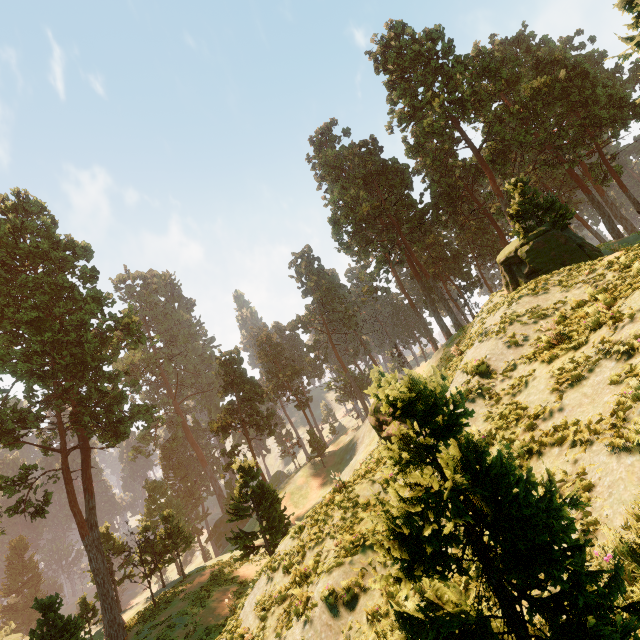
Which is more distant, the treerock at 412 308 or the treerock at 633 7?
the treerock at 412 308

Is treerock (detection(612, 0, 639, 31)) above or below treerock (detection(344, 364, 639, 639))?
above

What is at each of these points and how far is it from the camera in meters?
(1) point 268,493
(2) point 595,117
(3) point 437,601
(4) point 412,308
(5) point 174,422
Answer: (1) treerock, 23.3
(2) treerock, 34.1
(3) treerock, 3.3
(4) treerock, 58.7
(5) treerock, 59.1

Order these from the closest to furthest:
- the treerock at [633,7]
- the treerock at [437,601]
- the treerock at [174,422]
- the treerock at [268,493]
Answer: the treerock at [437,601] → the treerock at [633,7] → the treerock at [268,493] → the treerock at [174,422]

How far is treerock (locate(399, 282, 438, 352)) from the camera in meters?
56.8 m

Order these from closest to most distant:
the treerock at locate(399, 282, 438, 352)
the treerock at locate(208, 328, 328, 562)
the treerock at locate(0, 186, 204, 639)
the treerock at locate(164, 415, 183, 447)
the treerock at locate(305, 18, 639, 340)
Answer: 1. the treerock at locate(305, 18, 639, 340)
2. the treerock at locate(208, 328, 328, 562)
3. the treerock at locate(0, 186, 204, 639)
4. the treerock at locate(399, 282, 438, 352)
5. the treerock at locate(164, 415, 183, 447)

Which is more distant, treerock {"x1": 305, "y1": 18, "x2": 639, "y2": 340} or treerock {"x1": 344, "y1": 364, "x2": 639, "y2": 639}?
treerock {"x1": 305, "y1": 18, "x2": 639, "y2": 340}
